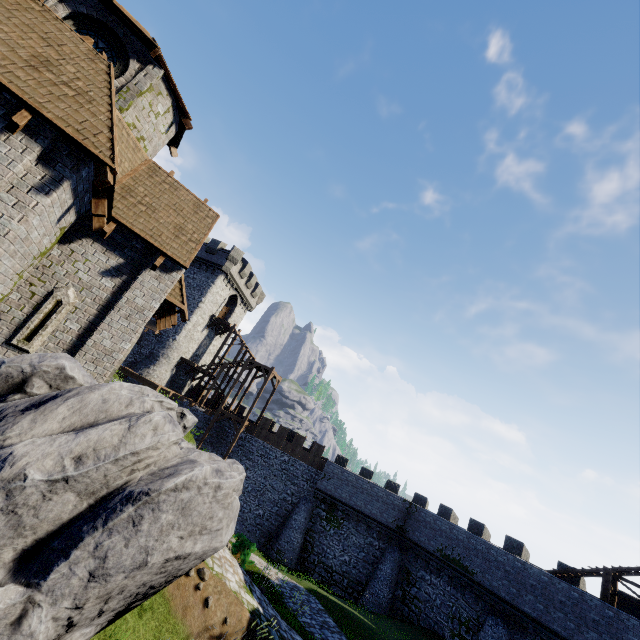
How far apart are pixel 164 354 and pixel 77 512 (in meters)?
30.93

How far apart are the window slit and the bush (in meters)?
13.60

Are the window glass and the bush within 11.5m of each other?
no

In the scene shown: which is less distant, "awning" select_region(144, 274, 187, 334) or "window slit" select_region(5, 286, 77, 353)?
"window slit" select_region(5, 286, 77, 353)

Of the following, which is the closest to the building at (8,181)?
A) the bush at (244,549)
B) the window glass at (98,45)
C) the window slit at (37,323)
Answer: the window slit at (37,323)

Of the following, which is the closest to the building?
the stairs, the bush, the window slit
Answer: the window slit

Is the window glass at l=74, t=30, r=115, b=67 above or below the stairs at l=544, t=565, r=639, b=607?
above

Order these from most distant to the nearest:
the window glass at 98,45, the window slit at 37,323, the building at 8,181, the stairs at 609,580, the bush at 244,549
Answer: the stairs at 609,580 → the bush at 244,549 → the window glass at 98,45 → the window slit at 37,323 → the building at 8,181
